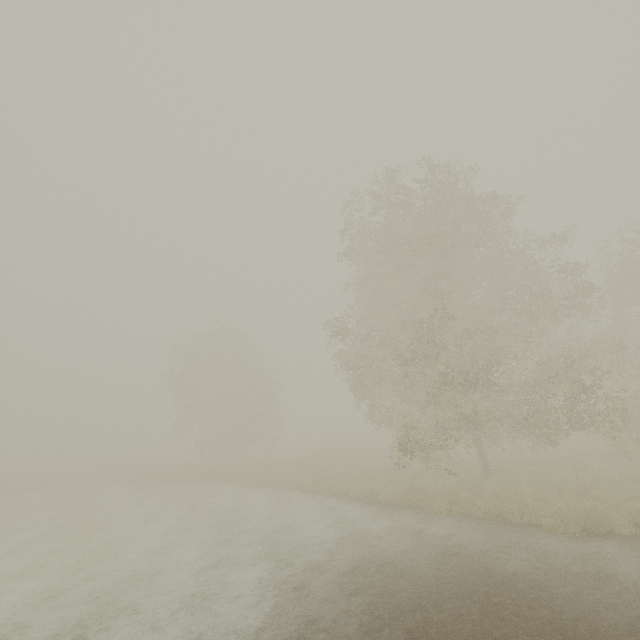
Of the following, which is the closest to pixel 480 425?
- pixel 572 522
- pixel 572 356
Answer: pixel 572 522
